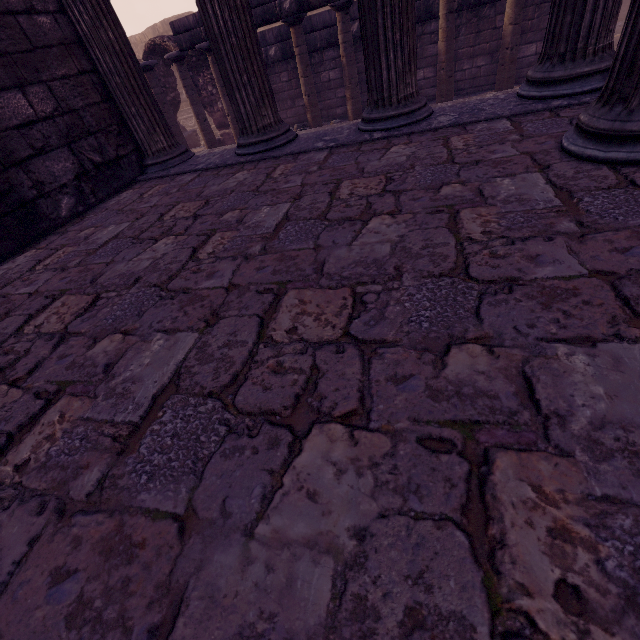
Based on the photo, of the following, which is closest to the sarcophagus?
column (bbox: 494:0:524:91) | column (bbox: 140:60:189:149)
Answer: column (bbox: 140:60:189:149)

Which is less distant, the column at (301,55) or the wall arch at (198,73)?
the column at (301,55)

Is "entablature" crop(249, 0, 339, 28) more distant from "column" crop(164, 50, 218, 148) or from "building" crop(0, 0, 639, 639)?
"building" crop(0, 0, 639, 639)

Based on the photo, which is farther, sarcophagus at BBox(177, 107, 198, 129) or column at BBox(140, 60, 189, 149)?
sarcophagus at BBox(177, 107, 198, 129)

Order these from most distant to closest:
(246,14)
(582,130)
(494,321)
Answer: (246,14)
(582,130)
(494,321)

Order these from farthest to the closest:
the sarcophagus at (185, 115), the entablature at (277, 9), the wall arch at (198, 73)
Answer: the sarcophagus at (185, 115) < the wall arch at (198, 73) < the entablature at (277, 9)

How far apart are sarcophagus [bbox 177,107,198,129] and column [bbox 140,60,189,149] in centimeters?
704cm

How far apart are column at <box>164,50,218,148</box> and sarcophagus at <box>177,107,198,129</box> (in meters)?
7.62
